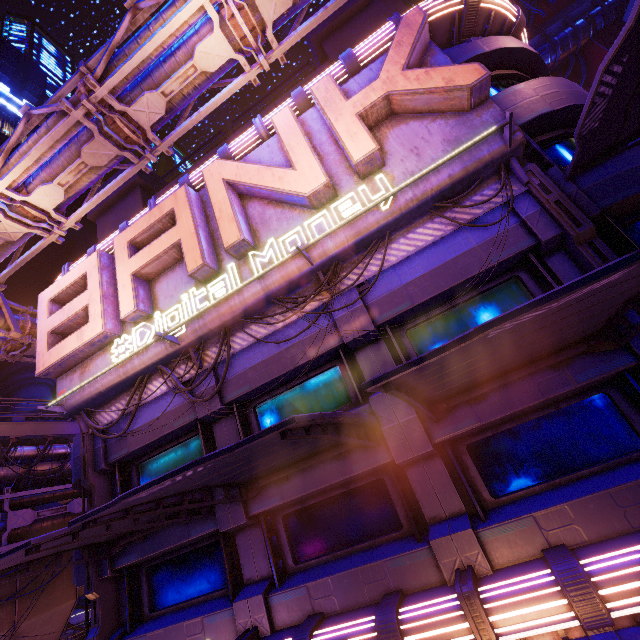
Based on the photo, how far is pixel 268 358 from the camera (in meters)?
9.22

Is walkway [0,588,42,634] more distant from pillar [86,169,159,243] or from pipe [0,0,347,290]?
pillar [86,169,159,243]

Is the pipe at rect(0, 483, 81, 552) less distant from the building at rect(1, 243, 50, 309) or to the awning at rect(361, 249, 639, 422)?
the building at rect(1, 243, 50, 309)

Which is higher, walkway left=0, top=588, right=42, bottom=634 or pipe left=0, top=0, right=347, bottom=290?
pipe left=0, top=0, right=347, bottom=290

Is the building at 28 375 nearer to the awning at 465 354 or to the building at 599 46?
the awning at 465 354

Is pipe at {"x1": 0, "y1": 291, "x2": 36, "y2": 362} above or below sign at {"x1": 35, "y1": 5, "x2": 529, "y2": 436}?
above

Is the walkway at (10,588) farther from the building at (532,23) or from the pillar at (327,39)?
the building at (532,23)

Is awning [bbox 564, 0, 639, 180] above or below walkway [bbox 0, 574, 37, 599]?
above
